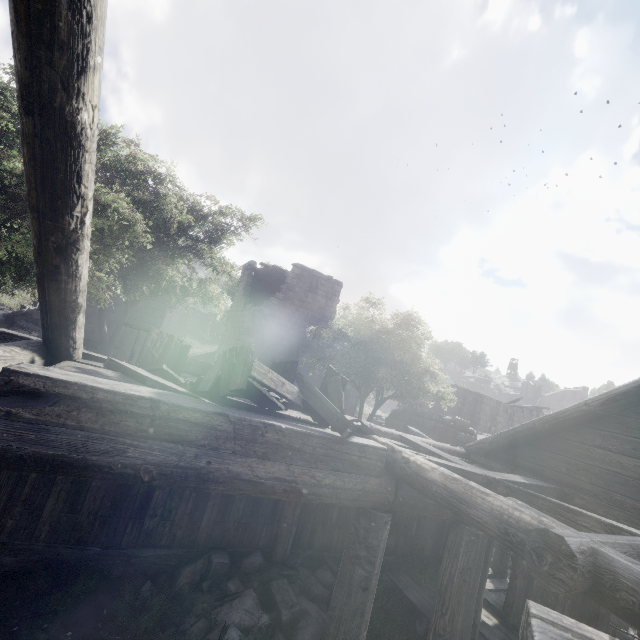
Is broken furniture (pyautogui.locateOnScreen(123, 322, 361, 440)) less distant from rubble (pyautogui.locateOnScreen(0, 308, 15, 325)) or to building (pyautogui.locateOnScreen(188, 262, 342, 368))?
building (pyautogui.locateOnScreen(188, 262, 342, 368))

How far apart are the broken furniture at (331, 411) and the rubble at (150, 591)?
2.4m

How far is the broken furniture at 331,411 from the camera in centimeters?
378cm

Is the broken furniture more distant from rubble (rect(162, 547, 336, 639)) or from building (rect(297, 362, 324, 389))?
rubble (rect(162, 547, 336, 639))

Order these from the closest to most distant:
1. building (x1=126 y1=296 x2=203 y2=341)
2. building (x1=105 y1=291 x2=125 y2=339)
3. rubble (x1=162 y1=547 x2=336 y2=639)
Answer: rubble (x1=162 y1=547 x2=336 y2=639)
building (x1=105 y1=291 x2=125 y2=339)
building (x1=126 y1=296 x2=203 y2=341)

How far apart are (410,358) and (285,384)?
11.8m

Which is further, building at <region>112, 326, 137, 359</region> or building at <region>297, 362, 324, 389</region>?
building at <region>297, 362, 324, 389</region>
